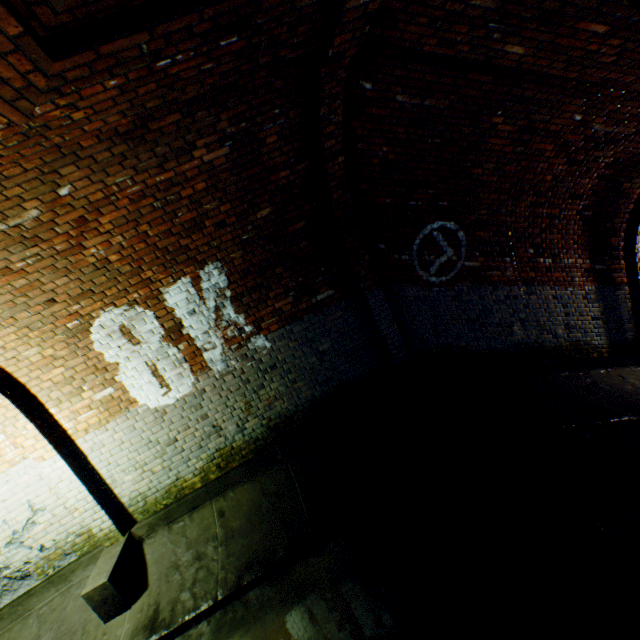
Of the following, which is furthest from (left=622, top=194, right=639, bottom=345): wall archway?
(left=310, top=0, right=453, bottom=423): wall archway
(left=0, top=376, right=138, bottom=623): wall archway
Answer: (left=0, top=376, right=138, bottom=623): wall archway

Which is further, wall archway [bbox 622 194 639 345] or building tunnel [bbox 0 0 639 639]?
wall archway [bbox 622 194 639 345]

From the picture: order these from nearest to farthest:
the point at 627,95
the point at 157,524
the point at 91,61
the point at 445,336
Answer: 1. the point at 91,61
2. the point at 627,95
3. the point at 157,524
4. the point at 445,336

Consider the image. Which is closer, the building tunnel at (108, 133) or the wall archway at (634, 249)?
the building tunnel at (108, 133)

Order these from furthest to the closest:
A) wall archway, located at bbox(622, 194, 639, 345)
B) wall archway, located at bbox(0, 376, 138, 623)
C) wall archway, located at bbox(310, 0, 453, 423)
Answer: wall archway, located at bbox(622, 194, 639, 345) → wall archway, located at bbox(0, 376, 138, 623) → wall archway, located at bbox(310, 0, 453, 423)

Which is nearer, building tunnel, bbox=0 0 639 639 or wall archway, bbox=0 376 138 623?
building tunnel, bbox=0 0 639 639

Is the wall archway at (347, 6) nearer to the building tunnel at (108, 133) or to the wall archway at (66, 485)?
the building tunnel at (108, 133)

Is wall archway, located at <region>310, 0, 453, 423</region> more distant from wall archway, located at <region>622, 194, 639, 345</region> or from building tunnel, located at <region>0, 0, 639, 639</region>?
wall archway, located at <region>622, 194, 639, 345</region>
